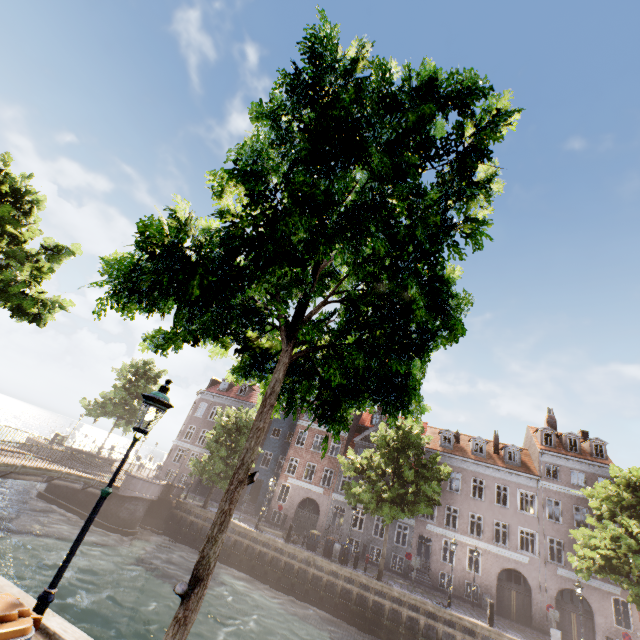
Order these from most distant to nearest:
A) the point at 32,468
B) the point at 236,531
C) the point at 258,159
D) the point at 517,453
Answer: the point at 517,453
the point at 236,531
the point at 32,468
the point at 258,159

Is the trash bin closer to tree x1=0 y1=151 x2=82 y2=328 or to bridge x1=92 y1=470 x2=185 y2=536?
tree x1=0 y1=151 x2=82 y2=328

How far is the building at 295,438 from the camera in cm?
3147

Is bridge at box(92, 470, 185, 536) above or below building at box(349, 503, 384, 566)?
below

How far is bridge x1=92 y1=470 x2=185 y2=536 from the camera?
21.06m

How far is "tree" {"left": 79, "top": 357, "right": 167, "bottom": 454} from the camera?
30.3m

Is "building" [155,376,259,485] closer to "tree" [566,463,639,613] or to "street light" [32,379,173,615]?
"tree" [566,463,639,613]
